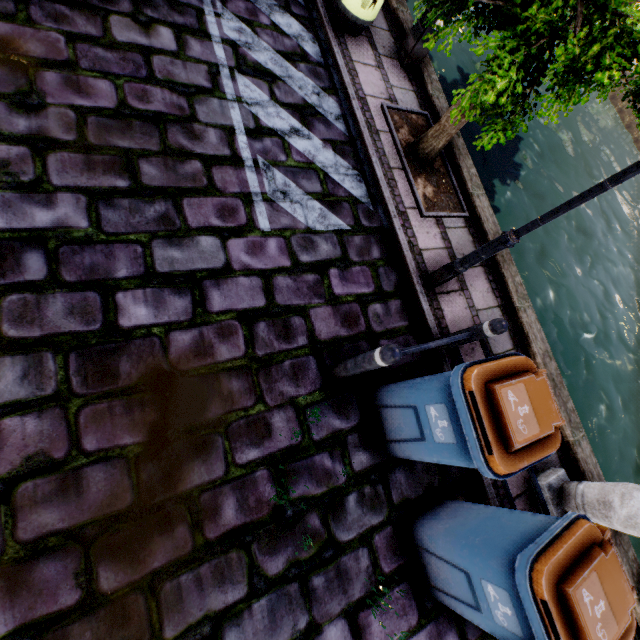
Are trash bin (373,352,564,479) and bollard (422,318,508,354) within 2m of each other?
yes

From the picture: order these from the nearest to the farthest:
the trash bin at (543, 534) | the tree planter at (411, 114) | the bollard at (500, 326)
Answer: the trash bin at (543, 534) → the bollard at (500, 326) → the tree planter at (411, 114)

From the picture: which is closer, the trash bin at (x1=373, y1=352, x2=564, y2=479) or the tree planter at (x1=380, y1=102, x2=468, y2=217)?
the trash bin at (x1=373, y1=352, x2=564, y2=479)

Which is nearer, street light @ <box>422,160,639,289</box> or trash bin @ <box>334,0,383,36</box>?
street light @ <box>422,160,639,289</box>

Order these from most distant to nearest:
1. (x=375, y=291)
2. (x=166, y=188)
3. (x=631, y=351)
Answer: (x=631, y=351), (x=375, y=291), (x=166, y=188)

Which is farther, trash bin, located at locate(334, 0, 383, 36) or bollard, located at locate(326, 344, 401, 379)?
trash bin, located at locate(334, 0, 383, 36)

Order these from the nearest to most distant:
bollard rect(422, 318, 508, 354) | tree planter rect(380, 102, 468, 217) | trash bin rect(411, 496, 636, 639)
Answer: trash bin rect(411, 496, 636, 639)
bollard rect(422, 318, 508, 354)
tree planter rect(380, 102, 468, 217)

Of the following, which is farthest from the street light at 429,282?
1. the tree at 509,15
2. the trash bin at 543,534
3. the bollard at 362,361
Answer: the trash bin at 543,534
